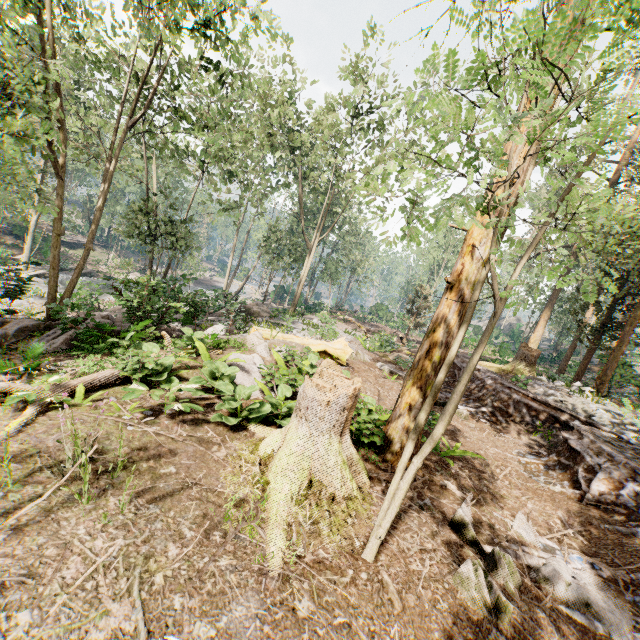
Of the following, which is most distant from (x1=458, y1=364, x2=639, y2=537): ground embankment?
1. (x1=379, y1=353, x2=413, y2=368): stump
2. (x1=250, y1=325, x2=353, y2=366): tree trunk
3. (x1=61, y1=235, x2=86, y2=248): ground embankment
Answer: (x1=61, y1=235, x2=86, y2=248): ground embankment

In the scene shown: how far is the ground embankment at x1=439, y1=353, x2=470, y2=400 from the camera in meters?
14.3

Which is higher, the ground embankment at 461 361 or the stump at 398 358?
the ground embankment at 461 361

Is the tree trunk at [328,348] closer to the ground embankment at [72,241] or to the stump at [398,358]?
the stump at [398,358]

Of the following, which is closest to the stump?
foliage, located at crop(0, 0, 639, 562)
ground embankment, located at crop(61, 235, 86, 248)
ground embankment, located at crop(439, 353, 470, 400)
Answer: ground embankment, located at crop(439, 353, 470, 400)

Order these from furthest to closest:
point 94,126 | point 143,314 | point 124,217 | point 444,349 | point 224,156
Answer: point 124,217, point 224,156, point 94,126, point 143,314, point 444,349

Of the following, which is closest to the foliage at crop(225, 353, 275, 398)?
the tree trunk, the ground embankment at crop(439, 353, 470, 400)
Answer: the ground embankment at crop(439, 353, 470, 400)

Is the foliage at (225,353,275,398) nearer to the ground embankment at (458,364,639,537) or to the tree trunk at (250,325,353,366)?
the ground embankment at (458,364,639,537)
